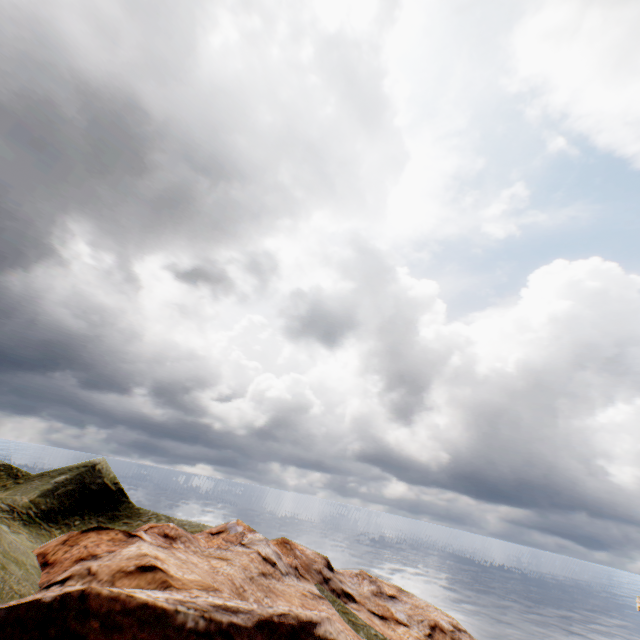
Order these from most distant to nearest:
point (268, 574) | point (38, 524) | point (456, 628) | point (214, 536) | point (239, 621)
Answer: point (456, 628) → point (214, 536) → point (38, 524) → point (268, 574) → point (239, 621)
